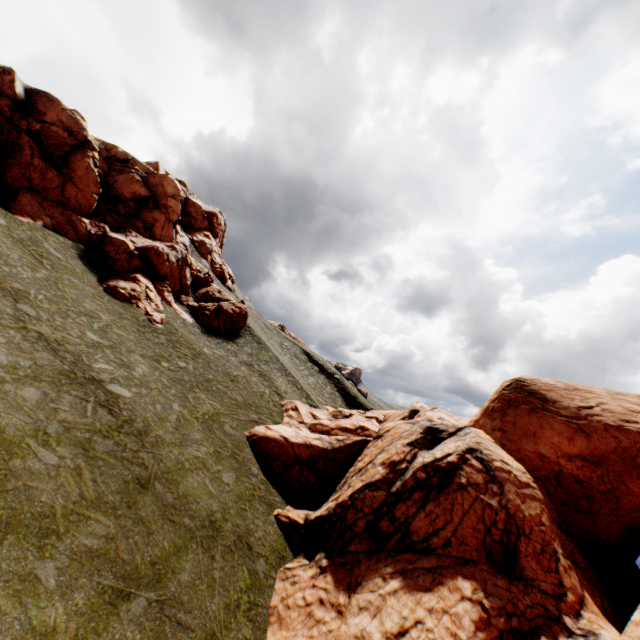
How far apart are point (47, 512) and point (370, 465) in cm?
1607

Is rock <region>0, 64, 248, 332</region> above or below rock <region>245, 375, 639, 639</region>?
above

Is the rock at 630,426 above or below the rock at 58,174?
below

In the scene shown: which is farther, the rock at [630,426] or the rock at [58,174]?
the rock at [58,174]

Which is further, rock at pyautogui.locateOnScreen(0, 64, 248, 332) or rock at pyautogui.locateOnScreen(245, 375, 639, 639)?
rock at pyautogui.locateOnScreen(0, 64, 248, 332)
